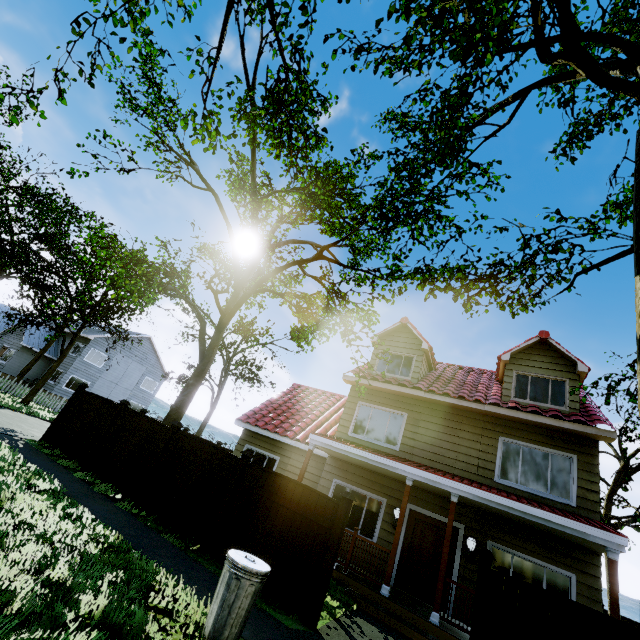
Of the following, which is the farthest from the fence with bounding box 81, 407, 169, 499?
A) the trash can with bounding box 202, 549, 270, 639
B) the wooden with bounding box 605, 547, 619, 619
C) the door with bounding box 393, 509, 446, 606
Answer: the door with bounding box 393, 509, 446, 606

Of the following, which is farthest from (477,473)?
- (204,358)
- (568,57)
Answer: (204,358)

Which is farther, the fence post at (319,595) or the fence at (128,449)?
the fence at (128,449)

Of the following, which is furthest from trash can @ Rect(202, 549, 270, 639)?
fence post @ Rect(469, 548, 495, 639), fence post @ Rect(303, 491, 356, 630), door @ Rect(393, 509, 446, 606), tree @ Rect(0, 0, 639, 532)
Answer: door @ Rect(393, 509, 446, 606)

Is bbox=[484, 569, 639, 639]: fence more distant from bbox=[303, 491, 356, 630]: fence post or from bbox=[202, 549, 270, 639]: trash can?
bbox=[202, 549, 270, 639]: trash can

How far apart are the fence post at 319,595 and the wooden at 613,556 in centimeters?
555cm

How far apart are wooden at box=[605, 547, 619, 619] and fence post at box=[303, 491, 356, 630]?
5.55m

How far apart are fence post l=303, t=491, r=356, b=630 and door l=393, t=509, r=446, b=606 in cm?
474
